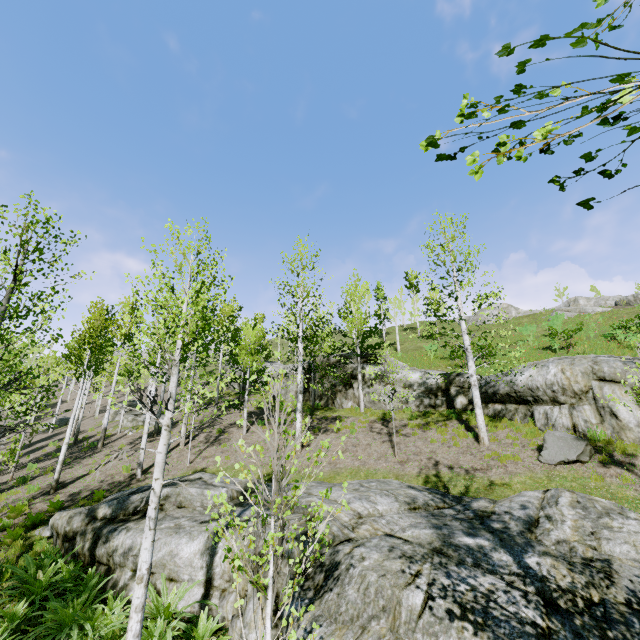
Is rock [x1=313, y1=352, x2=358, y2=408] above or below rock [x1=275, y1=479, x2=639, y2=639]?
above

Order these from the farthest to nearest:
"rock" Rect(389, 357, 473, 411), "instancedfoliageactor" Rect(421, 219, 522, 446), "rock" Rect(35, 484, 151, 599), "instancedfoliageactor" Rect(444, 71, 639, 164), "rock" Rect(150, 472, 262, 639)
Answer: "rock" Rect(389, 357, 473, 411)
"instancedfoliageactor" Rect(421, 219, 522, 446)
"rock" Rect(35, 484, 151, 599)
"rock" Rect(150, 472, 262, 639)
"instancedfoliageactor" Rect(444, 71, 639, 164)

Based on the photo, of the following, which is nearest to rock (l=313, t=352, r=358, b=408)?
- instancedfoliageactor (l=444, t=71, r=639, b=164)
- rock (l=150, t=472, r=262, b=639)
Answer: rock (l=150, t=472, r=262, b=639)

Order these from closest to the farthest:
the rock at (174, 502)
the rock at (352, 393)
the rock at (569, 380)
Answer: the rock at (174, 502) → the rock at (569, 380) → the rock at (352, 393)

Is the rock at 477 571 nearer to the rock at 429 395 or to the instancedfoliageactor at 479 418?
the instancedfoliageactor at 479 418

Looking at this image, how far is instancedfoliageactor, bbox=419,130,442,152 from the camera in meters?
1.9

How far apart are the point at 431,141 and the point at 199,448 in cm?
1855

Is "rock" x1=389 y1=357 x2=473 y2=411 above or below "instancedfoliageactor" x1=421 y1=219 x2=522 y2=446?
above
